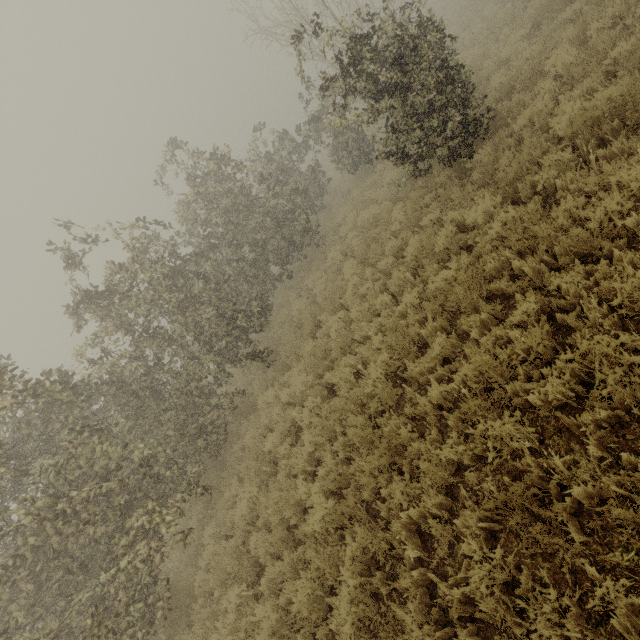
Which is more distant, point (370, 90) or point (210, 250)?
point (210, 250)
